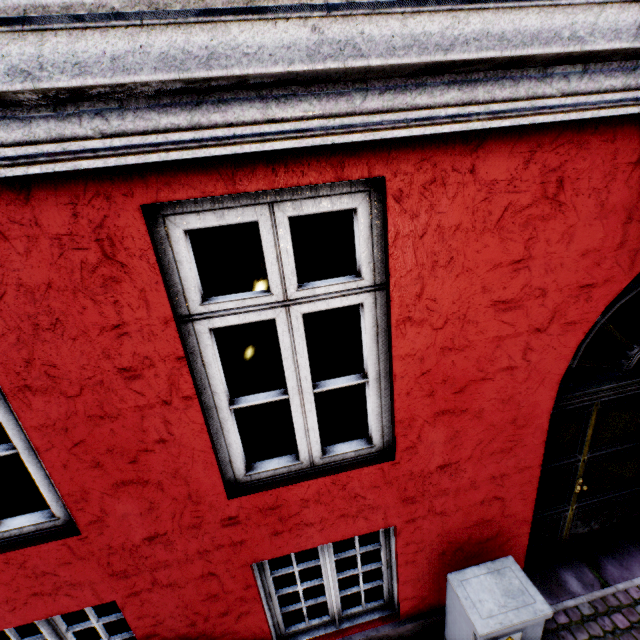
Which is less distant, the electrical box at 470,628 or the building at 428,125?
the building at 428,125

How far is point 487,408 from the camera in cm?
218

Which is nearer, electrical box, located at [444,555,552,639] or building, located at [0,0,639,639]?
building, located at [0,0,639,639]
